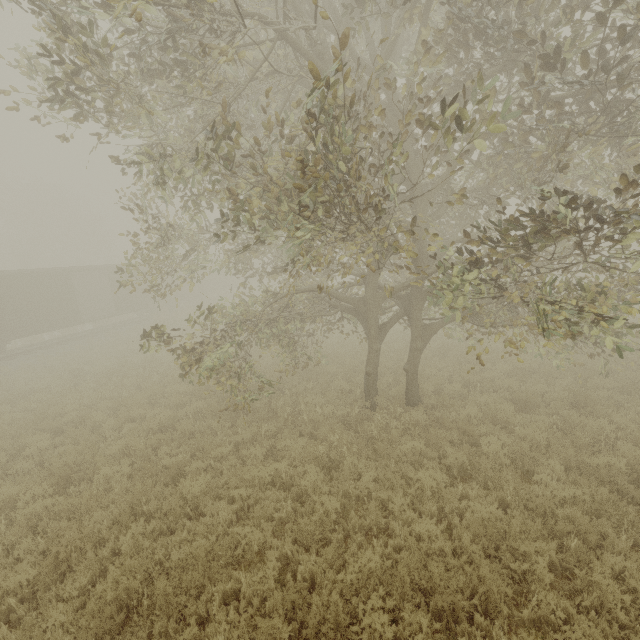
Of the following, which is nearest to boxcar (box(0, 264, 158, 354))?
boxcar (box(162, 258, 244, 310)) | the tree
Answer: boxcar (box(162, 258, 244, 310))

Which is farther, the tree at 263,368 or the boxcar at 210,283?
the boxcar at 210,283

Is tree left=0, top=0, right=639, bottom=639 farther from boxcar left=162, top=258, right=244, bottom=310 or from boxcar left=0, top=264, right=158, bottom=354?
boxcar left=162, top=258, right=244, bottom=310

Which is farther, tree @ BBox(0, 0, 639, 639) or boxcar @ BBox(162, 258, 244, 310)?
boxcar @ BBox(162, 258, 244, 310)

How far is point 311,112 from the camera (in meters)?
3.69

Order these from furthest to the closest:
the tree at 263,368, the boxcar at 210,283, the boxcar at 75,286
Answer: the boxcar at 210,283, the boxcar at 75,286, the tree at 263,368
